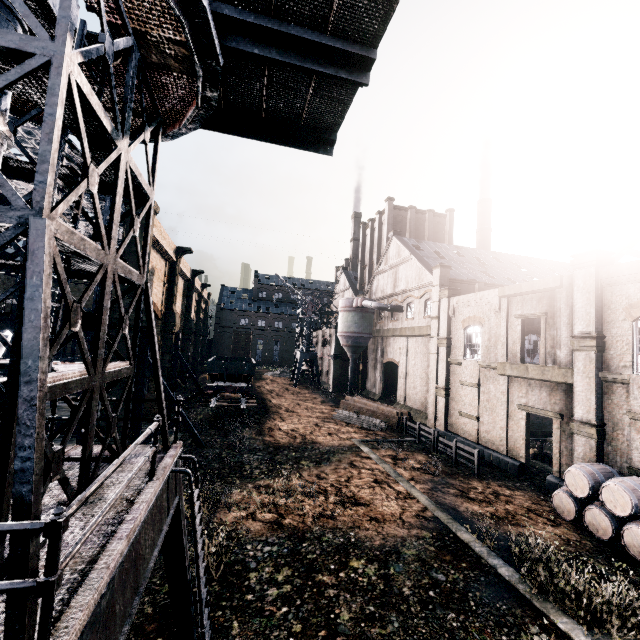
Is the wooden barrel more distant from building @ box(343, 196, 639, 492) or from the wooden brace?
the wooden brace

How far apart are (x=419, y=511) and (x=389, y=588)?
5.3 meters

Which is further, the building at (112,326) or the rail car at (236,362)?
the rail car at (236,362)

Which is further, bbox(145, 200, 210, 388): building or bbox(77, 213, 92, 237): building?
bbox(77, 213, 92, 237): building

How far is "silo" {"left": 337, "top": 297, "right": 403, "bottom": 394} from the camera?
38.4m

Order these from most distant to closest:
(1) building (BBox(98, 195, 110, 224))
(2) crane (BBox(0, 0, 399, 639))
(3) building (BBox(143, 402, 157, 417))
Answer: (3) building (BBox(143, 402, 157, 417)) → (1) building (BBox(98, 195, 110, 224)) → (2) crane (BBox(0, 0, 399, 639))

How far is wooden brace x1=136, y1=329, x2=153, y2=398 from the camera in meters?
23.2

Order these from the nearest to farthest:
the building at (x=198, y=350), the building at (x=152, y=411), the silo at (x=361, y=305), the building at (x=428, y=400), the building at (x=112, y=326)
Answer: the building at (x=428, y=400) < the building at (x=112, y=326) < the building at (x=198, y=350) < the building at (x=152, y=411) < the silo at (x=361, y=305)
